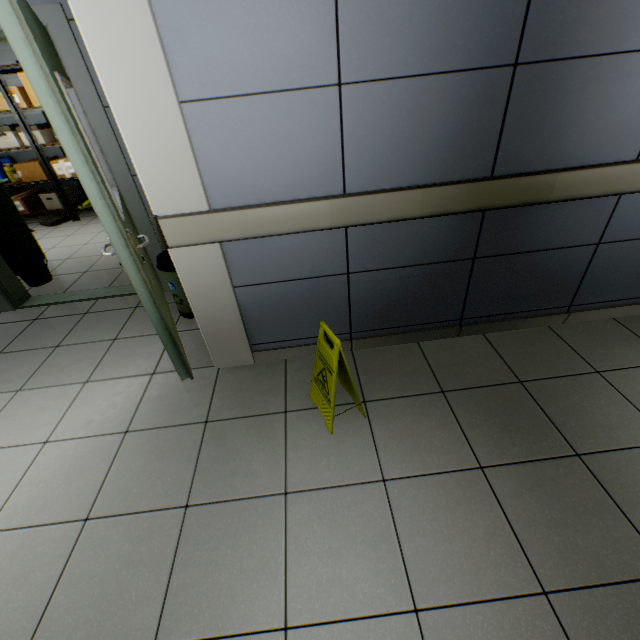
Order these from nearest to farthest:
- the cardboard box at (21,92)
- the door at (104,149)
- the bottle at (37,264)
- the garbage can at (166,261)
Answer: the door at (104,149) < the garbage can at (166,261) < the bottle at (37,264) < the cardboard box at (21,92)

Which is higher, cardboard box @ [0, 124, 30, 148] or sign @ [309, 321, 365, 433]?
cardboard box @ [0, 124, 30, 148]

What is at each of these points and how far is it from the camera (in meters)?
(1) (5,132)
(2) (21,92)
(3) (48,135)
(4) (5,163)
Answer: (1) cardboard box, 5.11
(2) cardboard box, 4.73
(3) cardboard box, 5.31
(4) canister, 5.49

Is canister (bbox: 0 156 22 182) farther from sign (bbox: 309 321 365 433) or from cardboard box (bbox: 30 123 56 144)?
sign (bbox: 309 321 365 433)

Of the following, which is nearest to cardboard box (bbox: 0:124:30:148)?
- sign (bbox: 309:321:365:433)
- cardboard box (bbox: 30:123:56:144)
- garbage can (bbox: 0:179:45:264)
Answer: cardboard box (bbox: 30:123:56:144)

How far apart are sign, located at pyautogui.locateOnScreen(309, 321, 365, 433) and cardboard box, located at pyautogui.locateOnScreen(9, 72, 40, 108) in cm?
630

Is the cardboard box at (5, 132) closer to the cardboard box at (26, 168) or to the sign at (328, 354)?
the cardboard box at (26, 168)

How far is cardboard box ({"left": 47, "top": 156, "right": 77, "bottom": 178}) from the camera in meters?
5.2
